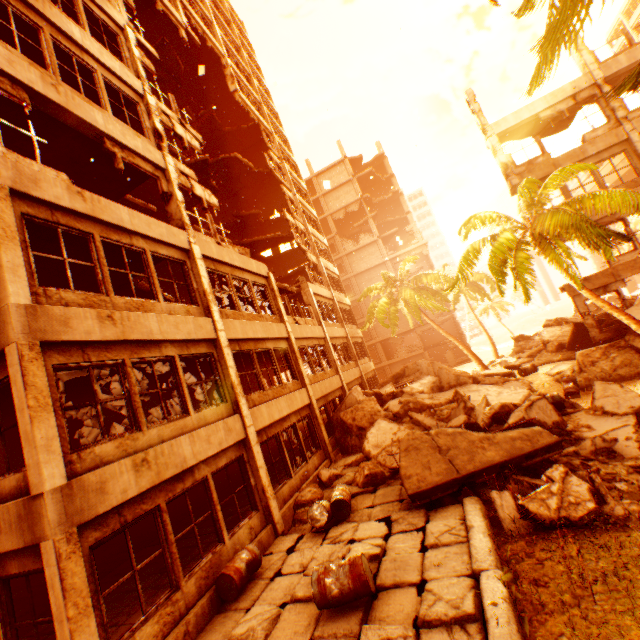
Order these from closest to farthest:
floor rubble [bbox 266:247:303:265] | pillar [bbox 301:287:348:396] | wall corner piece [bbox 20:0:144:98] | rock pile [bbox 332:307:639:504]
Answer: rock pile [bbox 332:307:639:504], wall corner piece [bbox 20:0:144:98], pillar [bbox 301:287:348:396], floor rubble [bbox 266:247:303:265]

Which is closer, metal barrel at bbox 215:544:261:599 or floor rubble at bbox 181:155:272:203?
metal barrel at bbox 215:544:261:599

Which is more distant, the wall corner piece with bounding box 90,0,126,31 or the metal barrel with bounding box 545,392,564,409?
the wall corner piece with bounding box 90,0,126,31

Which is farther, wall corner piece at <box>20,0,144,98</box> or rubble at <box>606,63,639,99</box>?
wall corner piece at <box>20,0,144,98</box>

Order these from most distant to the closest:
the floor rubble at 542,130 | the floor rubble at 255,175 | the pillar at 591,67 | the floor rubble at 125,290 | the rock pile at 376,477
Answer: the floor rubble at 255,175 < the floor rubble at 542,130 < the pillar at 591,67 < the floor rubble at 125,290 < the rock pile at 376,477

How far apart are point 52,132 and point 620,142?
22.6m

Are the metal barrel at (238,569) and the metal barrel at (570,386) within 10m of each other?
no

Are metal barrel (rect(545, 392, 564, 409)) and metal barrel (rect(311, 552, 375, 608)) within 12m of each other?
yes
